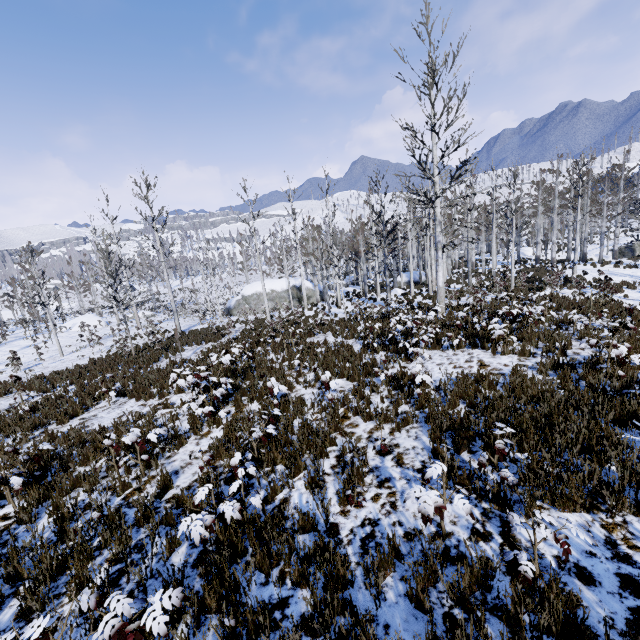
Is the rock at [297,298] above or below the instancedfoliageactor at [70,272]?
below

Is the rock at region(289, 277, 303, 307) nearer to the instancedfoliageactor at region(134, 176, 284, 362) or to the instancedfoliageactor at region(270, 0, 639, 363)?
the instancedfoliageactor at region(134, 176, 284, 362)

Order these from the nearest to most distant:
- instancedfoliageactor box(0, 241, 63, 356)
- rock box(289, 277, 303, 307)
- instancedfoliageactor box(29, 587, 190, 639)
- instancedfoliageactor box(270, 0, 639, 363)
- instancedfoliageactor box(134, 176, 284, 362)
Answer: instancedfoliageactor box(29, 587, 190, 639)
instancedfoliageactor box(270, 0, 639, 363)
instancedfoliageactor box(134, 176, 284, 362)
instancedfoliageactor box(0, 241, 63, 356)
rock box(289, 277, 303, 307)

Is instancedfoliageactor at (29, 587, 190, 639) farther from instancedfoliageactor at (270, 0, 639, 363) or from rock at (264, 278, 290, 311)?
rock at (264, 278, 290, 311)

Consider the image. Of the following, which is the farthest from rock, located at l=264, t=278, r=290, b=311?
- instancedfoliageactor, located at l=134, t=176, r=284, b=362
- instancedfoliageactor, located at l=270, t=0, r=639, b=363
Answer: instancedfoliageactor, located at l=270, t=0, r=639, b=363

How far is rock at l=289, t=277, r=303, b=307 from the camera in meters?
34.9

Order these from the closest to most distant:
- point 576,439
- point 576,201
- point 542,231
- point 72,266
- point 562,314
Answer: point 576,439 < point 562,314 < point 576,201 < point 542,231 < point 72,266

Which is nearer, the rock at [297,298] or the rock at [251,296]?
the rock at [251,296]
